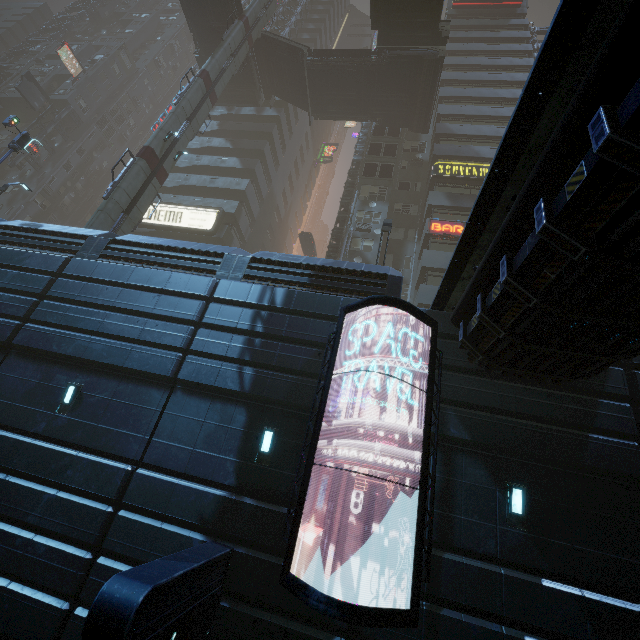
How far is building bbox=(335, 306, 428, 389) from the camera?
8.83m

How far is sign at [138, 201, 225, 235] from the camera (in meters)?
27.88

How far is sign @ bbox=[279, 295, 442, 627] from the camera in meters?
5.6

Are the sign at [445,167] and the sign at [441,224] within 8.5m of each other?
yes

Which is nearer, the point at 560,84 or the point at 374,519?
the point at 560,84

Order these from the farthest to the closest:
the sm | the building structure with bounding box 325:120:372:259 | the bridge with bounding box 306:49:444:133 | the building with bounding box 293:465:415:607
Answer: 1. the building structure with bounding box 325:120:372:259
2. the bridge with bounding box 306:49:444:133
3. the sm
4. the building with bounding box 293:465:415:607

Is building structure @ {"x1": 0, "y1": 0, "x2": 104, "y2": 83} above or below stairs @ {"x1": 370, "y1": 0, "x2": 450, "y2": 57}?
above

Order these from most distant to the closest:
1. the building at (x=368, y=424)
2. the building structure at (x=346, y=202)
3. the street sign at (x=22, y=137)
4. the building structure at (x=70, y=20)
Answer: the building structure at (x=70, y=20), the building structure at (x=346, y=202), the street sign at (x=22, y=137), the building at (x=368, y=424)
